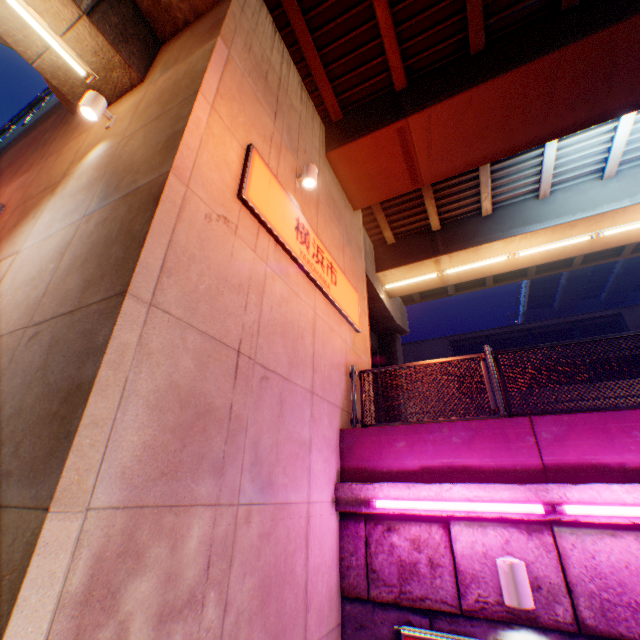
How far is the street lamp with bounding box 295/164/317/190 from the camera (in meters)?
6.00

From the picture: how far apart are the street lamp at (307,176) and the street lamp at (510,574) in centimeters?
626cm

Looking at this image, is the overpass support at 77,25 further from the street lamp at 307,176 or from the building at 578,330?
the building at 578,330

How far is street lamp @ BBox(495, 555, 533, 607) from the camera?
3.5 meters

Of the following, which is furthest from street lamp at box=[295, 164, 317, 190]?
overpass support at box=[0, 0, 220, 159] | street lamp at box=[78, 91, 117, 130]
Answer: street lamp at box=[78, 91, 117, 130]

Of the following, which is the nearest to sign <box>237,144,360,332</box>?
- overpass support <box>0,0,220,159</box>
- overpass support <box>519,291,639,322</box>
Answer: overpass support <box>0,0,220,159</box>

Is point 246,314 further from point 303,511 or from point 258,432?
point 303,511

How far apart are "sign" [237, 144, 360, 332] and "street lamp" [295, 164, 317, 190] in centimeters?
49cm
